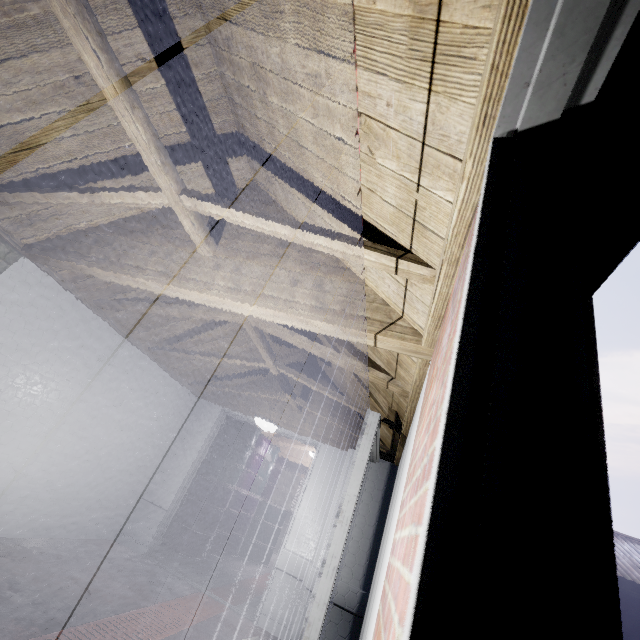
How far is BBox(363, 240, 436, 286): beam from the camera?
1.3 meters

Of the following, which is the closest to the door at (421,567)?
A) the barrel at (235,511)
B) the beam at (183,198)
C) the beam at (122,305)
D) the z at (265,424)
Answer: the beam at (183,198)

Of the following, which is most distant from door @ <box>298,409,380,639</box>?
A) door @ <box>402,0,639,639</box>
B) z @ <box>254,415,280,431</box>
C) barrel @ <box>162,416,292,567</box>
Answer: barrel @ <box>162,416,292,567</box>

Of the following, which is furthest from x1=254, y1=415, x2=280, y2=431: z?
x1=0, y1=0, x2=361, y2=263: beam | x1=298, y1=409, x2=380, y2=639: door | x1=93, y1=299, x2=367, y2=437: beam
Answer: x1=0, y1=0, x2=361, y2=263: beam

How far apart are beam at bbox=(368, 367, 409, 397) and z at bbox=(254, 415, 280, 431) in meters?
0.5 m

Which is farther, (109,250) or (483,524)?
(109,250)

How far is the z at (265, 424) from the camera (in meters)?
3.56
